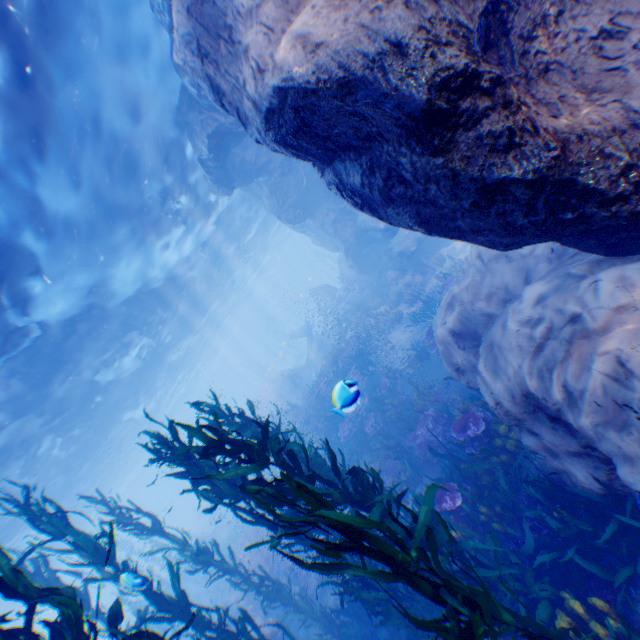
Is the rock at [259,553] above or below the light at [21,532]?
below

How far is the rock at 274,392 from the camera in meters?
19.2 m

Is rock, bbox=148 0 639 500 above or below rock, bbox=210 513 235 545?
above

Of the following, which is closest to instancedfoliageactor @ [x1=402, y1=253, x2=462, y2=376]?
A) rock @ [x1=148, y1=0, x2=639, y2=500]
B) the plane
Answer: rock @ [x1=148, y1=0, x2=639, y2=500]

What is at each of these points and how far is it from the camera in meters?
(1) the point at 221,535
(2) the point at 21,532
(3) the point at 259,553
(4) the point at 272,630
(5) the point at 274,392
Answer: (1) rock, 28.6 m
(2) light, 19.8 m
(3) rock, 14.6 m
(4) rock, 10.2 m
(5) rock, 30.8 m

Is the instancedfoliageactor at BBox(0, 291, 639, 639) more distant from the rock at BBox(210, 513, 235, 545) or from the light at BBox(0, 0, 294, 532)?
the light at BBox(0, 0, 294, 532)

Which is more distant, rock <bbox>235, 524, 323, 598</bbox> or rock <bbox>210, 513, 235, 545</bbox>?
rock <bbox>210, 513, 235, 545</bbox>

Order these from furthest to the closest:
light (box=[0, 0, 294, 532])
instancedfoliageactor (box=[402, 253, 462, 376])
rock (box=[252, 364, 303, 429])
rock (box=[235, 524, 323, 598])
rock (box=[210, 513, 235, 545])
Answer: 1. rock (box=[210, 513, 235, 545])
2. rock (box=[252, 364, 303, 429])
3. instancedfoliageactor (box=[402, 253, 462, 376])
4. rock (box=[235, 524, 323, 598])
5. light (box=[0, 0, 294, 532])
